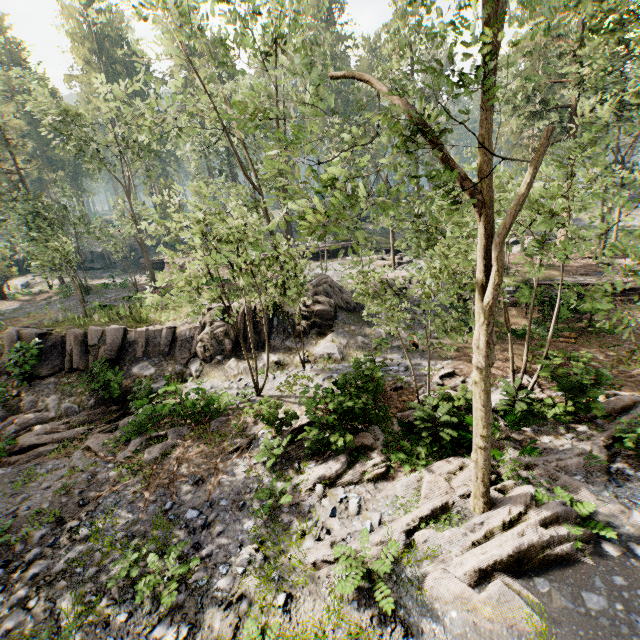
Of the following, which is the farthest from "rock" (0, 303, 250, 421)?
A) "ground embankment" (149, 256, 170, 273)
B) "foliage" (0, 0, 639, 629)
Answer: "ground embankment" (149, 256, 170, 273)

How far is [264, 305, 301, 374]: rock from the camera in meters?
17.6

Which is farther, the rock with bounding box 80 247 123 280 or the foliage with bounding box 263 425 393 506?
the rock with bounding box 80 247 123 280

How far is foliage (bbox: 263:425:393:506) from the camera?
9.4 meters

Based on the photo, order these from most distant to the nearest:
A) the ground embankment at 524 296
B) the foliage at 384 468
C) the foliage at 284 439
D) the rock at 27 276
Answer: the rock at 27 276 < the ground embankment at 524 296 < the foliage at 284 439 < the foliage at 384 468

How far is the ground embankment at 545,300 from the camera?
17.9 meters

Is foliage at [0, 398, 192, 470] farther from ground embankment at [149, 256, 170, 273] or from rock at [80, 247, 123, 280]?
rock at [80, 247, 123, 280]

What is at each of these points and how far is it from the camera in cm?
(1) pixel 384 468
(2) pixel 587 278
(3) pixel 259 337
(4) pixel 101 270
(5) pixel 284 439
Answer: (1) foliage, 970
(2) ground embankment, 2256
(3) rock, 1875
(4) rock, 4428
(5) foliage, 1098
